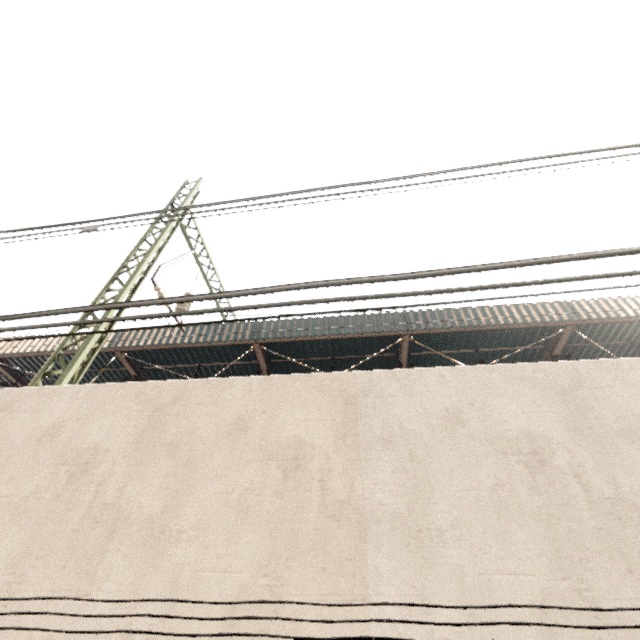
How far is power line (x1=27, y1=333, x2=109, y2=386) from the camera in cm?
561

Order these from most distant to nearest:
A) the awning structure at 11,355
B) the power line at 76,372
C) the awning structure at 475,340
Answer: the awning structure at 11,355, the awning structure at 475,340, the power line at 76,372

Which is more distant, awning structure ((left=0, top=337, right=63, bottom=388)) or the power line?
awning structure ((left=0, top=337, right=63, bottom=388))

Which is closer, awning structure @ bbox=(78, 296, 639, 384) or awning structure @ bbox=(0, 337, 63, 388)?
awning structure @ bbox=(78, 296, 639, 384)

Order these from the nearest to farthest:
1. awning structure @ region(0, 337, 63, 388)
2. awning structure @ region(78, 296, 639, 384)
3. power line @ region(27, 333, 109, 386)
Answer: power line @ region(27, 333, 109, 386) < awning structure @ region(78, 296, 639, 384) < awning structure @ region(0, 337, 63, 388)

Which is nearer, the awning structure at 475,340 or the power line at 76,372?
the power line at 76,372

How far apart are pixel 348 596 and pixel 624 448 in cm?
308
